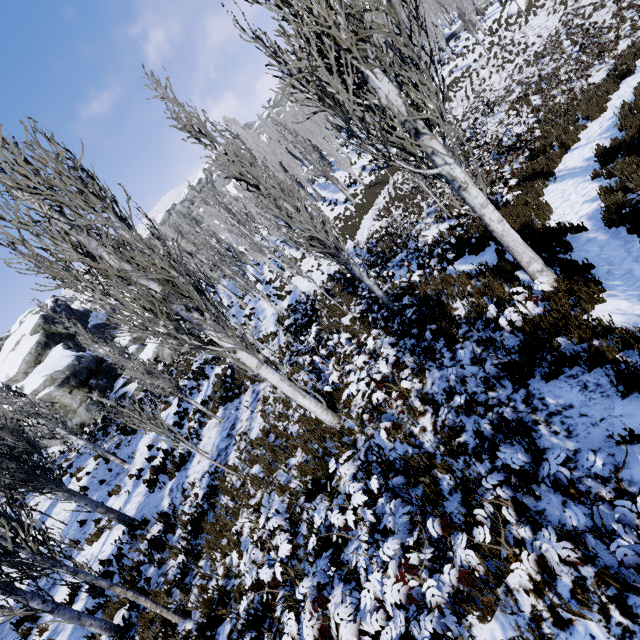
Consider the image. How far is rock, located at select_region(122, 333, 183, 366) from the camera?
27.7m

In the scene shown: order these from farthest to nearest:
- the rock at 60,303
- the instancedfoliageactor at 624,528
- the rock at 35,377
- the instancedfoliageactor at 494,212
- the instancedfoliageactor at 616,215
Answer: the rock at 60,303
the rock at 35,377
the instancedfoliageactor at 616,215
the instancedfoliageactor at 494,212
the instancedfoliageactor at 624,528

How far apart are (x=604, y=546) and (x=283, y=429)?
7.33m

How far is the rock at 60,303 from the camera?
39.7 meters

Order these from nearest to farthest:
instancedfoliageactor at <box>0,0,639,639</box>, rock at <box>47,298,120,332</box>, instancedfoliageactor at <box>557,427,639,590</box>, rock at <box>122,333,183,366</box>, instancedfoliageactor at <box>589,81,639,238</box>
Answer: instancedfoliageactor at <box>557,427,639,590</box>, instancedfoliageactor at <box>0,0,639,639</box>, instancedfoliageactor at <box>589,81,639,238</box>, rock at <box>122,333,183,366</box>, rock at <box>47,298,120,332</box>

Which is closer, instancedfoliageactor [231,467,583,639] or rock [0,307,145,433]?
instancedfoliageactor [231,467,583,639]
